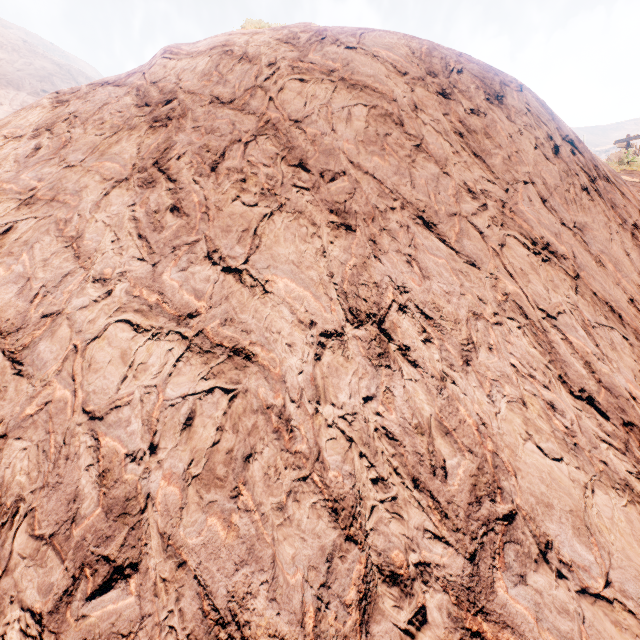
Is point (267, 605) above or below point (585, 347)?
below
